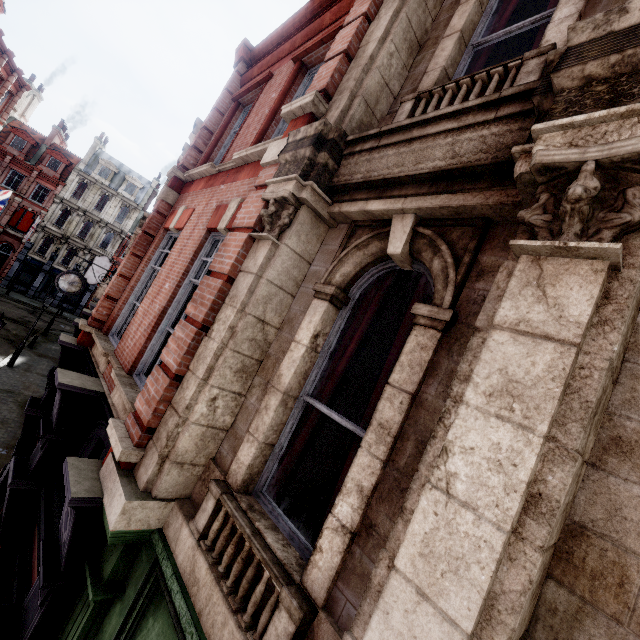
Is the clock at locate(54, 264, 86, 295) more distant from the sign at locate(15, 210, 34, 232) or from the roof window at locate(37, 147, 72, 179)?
the roof window at locate(37, 147, 72, 179)

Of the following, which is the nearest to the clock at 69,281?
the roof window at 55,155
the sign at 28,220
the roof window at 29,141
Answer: the sign at 28,220

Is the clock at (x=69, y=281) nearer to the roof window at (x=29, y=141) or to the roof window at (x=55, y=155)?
the roof window at (x=55, y=155)

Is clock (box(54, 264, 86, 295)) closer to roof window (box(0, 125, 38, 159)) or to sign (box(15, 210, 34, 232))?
sign (box(15, 210, 34, 232))

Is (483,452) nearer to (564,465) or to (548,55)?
(564,465)

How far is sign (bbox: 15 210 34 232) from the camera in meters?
36.7 m

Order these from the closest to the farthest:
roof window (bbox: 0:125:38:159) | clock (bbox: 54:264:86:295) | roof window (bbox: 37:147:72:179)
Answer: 1. clock (bbox: 54:264:86:295)
2. roof window (bbox: 0:125:38:159)
3. roof window (bbox: 37:147:72:179)
